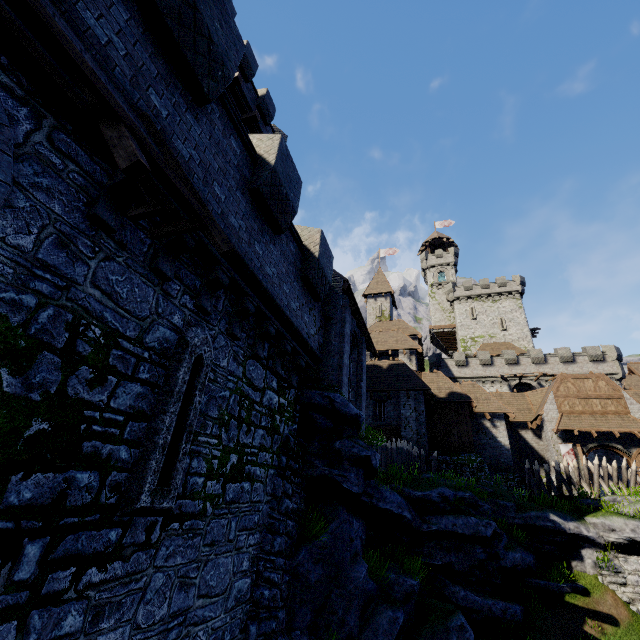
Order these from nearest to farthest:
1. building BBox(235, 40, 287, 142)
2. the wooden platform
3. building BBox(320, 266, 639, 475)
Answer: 1. the wooden platform
2. building BBox(320, 266, 639, 475)
3. building BBox(235, 40, 287, 142)

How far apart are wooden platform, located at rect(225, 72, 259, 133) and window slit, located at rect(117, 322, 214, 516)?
12.3m

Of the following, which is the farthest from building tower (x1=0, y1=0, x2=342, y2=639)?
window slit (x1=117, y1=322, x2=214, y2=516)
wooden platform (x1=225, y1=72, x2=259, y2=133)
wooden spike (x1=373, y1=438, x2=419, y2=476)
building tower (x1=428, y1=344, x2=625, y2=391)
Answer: building tower (x1=428, y1=344, x2=625, y2=391)

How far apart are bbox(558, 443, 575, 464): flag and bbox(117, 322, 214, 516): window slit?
27.7 meters

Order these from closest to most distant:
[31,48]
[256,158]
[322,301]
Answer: [31,48] → [256,158] → [322,301]

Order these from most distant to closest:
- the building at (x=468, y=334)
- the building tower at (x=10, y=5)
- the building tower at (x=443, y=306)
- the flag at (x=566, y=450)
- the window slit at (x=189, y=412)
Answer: the building tower at (x=443, y=306) → the building at (x=468, y=334) → the flag at (x=566, y=450) → the window slit at (x=189, y=412) → the building tower at (x=10, y=5)

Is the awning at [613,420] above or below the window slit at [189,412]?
above

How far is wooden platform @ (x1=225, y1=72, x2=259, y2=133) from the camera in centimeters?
1327cm
